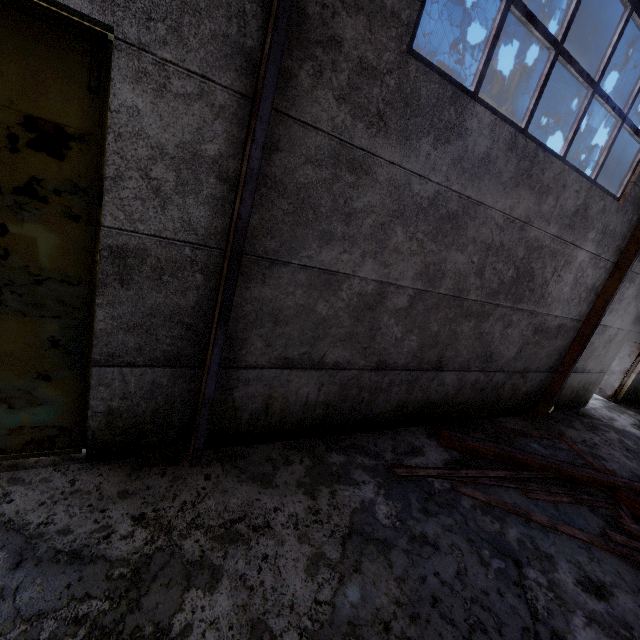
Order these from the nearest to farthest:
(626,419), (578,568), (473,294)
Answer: (578,568) → (473,294) → (626,419)

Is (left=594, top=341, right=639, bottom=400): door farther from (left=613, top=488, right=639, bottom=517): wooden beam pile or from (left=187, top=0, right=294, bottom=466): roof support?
(left=187, top=0, right=294, bottom=466): roof support

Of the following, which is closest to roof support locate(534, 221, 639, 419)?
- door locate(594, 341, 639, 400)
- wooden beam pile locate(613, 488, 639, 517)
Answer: wooden beam pile locate(613, 488, 639, 517)

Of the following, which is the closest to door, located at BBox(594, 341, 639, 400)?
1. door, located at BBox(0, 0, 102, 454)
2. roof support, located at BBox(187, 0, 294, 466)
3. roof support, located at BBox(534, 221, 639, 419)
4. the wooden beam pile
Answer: roof support, located at BBox(534, 221, 639, 419)

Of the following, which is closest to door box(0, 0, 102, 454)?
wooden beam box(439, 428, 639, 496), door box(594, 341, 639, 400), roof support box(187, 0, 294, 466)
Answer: roof support box(187, 0, 294, 466)

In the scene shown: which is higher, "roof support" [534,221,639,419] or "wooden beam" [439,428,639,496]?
"roof support" [534,221,639,419]

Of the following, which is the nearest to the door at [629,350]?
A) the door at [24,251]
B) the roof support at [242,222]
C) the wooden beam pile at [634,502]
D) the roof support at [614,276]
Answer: the roof support at [614,276]

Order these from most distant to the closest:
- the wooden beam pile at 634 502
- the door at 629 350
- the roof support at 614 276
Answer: the door at 629 350, the roof support at 614 276, the wooden beam pile at 634 502
